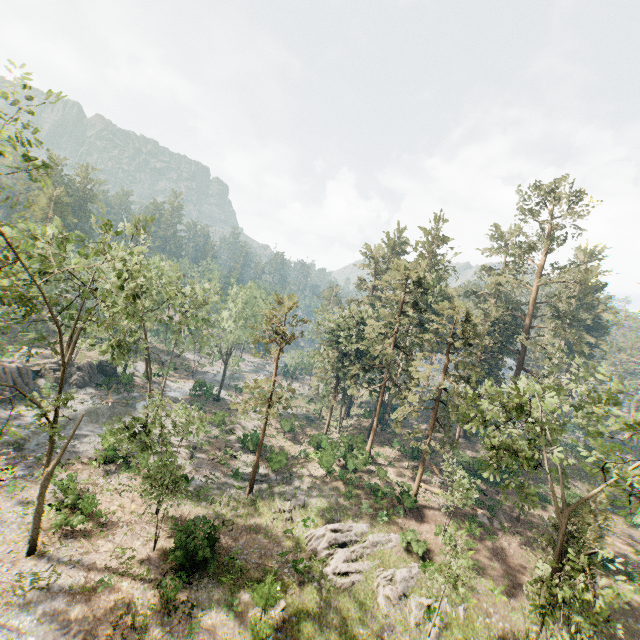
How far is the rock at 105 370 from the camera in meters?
42.2

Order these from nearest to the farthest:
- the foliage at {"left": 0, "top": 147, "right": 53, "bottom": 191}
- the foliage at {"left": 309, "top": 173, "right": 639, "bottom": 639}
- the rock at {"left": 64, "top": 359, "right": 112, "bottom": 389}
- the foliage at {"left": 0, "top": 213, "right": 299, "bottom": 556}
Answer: the foliage at {"left": 0, "top": 147, "right": 53, "bottom": 191}
the foliage at {"left": 309, "top": 173, "right": 639, "bottom": 639}
the foliage at {"left": 0, "top": 213, "right": 299, "bottom": 556}
the rock at {"left": 64, "top": 359, "right": 112, "bottom": 389}

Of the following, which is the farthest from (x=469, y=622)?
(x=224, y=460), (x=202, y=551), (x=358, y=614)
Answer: (x=224, y=460)

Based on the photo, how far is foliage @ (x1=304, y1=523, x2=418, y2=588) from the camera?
22.4m

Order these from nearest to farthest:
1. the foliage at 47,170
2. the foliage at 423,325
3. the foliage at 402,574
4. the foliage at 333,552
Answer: the foliage at 47,170 → the foliage at 423,325 → the foliage at 402,574 → the foliage at 333,552

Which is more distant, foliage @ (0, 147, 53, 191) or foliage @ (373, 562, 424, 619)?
foliage @ (373, 562, 424, 619)

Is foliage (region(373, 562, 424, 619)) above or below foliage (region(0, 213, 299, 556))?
below
